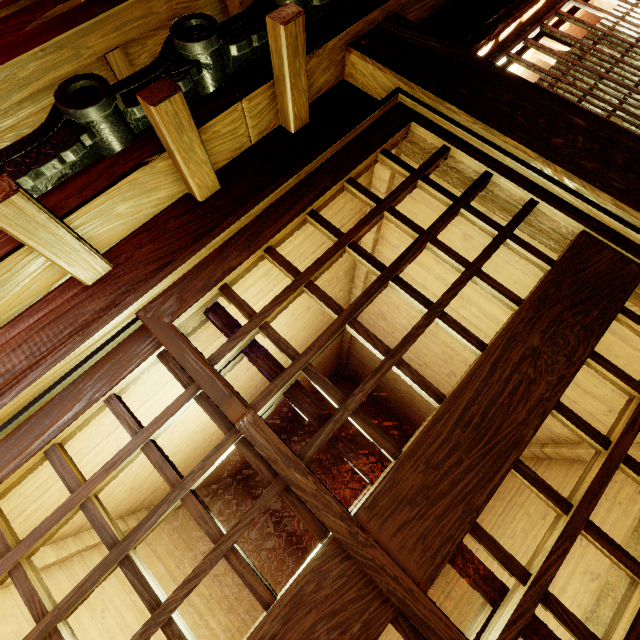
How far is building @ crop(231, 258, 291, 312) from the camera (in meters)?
3.80

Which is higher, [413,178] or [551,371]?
[413,178]

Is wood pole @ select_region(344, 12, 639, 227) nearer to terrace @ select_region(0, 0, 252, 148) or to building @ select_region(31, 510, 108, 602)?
building @ select_region(31, 510, 108, 602)

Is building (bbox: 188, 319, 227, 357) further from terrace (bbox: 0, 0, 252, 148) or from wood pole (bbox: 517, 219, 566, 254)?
terrace (bbox: 0, 0, 252, 148)

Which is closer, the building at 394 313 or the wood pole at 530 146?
the wood pole at 530 146

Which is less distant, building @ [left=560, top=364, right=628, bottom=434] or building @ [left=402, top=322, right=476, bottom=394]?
building @ [left=560, top=364, right=628, bottom=434]

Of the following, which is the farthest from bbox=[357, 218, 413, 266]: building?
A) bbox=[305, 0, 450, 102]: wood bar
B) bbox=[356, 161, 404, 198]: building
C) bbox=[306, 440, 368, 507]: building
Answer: bbox=[306, 440, 368, 507]: building

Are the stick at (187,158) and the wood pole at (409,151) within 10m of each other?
yes
